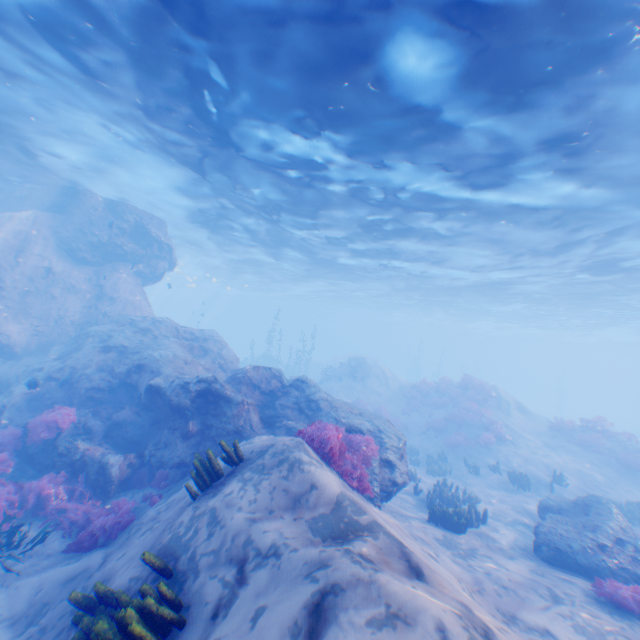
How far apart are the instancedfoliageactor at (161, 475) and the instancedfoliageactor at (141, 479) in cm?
31

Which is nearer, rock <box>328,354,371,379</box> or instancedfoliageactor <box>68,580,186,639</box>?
instancedfoliageactor <box>68,580,186,639</box>

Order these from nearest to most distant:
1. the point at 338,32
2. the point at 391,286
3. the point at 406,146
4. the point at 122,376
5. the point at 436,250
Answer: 1. the point at 338,32
2. the point at 406,146
3. the point at 122,376
4. the point at 436,250
5. the point at 391,286

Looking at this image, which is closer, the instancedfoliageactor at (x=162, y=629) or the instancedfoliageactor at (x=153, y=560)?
the instancedfoliageactor at (x=162, y=629)

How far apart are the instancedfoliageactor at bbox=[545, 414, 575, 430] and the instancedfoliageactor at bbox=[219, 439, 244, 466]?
23.5 meters

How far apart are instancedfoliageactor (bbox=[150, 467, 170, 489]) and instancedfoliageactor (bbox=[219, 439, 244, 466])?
3.6 meters

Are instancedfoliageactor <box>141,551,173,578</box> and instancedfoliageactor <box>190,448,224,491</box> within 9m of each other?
yes

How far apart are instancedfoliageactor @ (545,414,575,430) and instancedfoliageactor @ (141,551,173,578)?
25.1m
